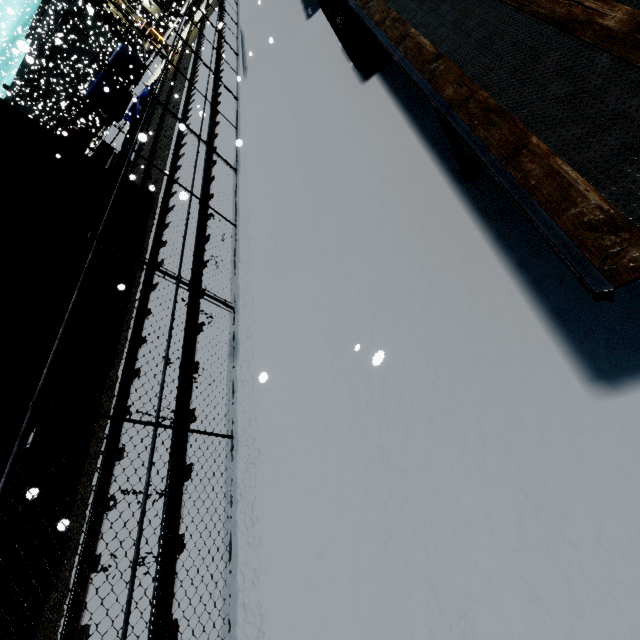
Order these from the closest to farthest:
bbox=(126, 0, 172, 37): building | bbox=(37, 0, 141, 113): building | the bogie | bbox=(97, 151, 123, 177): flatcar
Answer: the bogie
bbox=(97, 151, 123, 177): flatcar
bbox=(126, 0, 172, 37): building
bbox=(37, 0, 141, 113): building

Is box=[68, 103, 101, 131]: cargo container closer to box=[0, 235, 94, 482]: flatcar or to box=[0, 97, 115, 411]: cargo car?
box=[0, 97, 115, 411]: cargo car

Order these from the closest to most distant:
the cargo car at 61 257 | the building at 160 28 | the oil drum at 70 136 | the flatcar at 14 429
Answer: the flatcar at 14 429 < the cargo car at 61 257 < the oil drum at 70 136 < the building at 160 28

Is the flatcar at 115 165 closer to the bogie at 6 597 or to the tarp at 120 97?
the bogie at 6 597

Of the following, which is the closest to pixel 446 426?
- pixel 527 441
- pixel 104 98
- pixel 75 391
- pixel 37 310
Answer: pixel 527 441

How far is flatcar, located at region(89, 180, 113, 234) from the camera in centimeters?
938cm

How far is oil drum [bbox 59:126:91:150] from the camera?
15.9m

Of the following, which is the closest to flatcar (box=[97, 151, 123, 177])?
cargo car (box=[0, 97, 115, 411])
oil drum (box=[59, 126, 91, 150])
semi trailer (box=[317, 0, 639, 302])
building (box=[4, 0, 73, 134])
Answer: cargo car (box=[0, 97, 115, 411])
